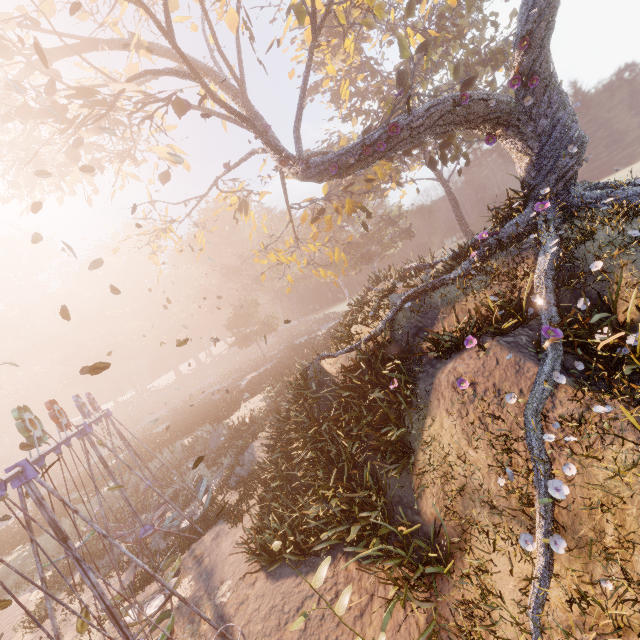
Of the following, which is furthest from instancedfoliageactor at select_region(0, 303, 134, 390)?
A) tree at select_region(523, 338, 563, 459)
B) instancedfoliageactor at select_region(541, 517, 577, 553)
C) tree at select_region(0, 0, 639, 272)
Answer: instancedfoliageactor at select_region(541, 517, 577, 553)

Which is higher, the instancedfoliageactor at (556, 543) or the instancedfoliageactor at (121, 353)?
the instancedfoliageactor at (121, 353)

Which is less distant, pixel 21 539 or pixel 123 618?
pixel 123 618

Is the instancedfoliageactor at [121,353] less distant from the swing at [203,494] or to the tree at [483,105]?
the swing at [203,494]

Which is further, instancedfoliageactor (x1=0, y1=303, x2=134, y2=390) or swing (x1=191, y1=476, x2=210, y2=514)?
instancedfoliageactor (x1=0, y1=303, x2=134, y2=390)

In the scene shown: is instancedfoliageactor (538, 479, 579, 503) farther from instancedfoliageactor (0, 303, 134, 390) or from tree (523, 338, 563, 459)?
instancedfoliageactor (0, 303, 134, 390)

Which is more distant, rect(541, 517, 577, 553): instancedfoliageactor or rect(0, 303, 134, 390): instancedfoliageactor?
rect(0, 303, 134, 390): instancedfoliageactor

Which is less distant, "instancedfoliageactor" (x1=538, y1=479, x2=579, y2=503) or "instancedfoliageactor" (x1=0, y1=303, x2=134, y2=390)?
"instancedfoliageactor" (x1=538, y1=479, x2=579, y2=503)
